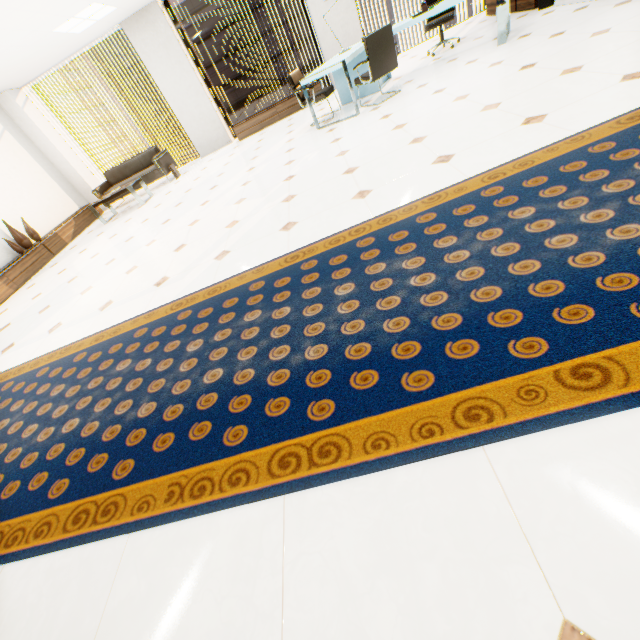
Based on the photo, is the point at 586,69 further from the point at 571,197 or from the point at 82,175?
the point at 82,175

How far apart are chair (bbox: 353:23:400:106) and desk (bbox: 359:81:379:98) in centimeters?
11cm

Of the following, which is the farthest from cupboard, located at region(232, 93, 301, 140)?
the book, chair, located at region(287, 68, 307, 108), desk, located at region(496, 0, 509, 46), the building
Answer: the building

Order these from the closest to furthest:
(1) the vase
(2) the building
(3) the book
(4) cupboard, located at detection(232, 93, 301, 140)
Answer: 1. (3) the book
2. (1) the vase
3. (4) cupboard, located at detection(232, 93, 301, 140)
4. (2) the building

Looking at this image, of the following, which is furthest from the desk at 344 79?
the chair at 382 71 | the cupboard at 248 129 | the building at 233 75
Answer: the building at 233 75

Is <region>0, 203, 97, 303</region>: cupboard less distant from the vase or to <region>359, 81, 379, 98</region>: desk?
the vase

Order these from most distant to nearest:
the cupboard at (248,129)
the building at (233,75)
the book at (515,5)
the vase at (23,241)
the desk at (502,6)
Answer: the building at (233,75) → the cupboard at (248,129) → the vase at (23,241) → the book at (515,5) → the desk at (502,6)

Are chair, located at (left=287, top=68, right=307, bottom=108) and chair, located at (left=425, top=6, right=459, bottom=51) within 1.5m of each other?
no
